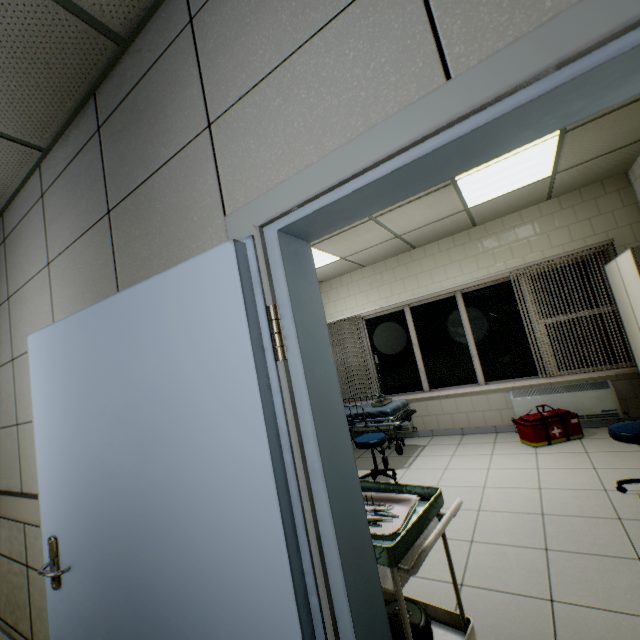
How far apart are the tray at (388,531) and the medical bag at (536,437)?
3.47m

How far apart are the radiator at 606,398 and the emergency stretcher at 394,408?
1.5 meters

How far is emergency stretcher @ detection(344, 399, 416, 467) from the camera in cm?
440

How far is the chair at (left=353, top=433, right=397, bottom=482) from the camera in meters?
3.9

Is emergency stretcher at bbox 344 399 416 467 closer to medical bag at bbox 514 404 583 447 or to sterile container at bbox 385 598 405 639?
medical bag at bbox 514 404 583 447

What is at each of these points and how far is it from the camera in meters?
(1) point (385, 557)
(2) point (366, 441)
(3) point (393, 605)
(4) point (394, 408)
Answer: (1) table, 1.2 m
(2) chair, 4.0 m
(3) sterile container, 1.5 m
(4) emergency stretcher, 4.5 m

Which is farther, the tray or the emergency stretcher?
the emergency stretcher

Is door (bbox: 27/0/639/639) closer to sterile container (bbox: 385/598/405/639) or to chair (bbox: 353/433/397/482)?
sterile container (bbox: 385/598/405/639)
